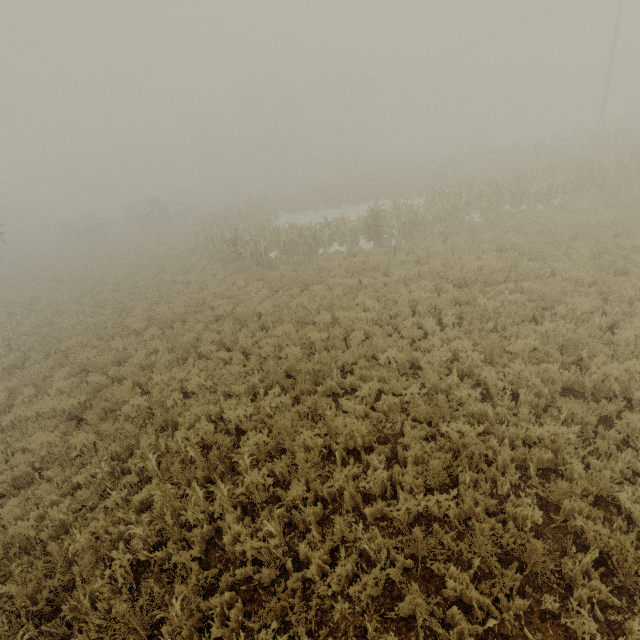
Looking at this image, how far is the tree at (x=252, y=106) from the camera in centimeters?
5306cm

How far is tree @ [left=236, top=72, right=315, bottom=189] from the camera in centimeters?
5306cm

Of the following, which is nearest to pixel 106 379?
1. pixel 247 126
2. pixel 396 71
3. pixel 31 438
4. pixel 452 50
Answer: pixel 31 438

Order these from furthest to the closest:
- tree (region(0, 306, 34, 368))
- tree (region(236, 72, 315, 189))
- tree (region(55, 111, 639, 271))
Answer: tree (region(236, 72, 315, 189))
tree (region(55, 111, 639, 271))
tree (region(0, 306, 34, 368))

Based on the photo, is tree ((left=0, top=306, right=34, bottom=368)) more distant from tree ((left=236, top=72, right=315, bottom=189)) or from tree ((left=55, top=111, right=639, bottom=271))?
tree ((left=236, top=72, right=315, bottom=189))

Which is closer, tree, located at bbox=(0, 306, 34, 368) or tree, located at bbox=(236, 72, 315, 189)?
tree, located at bbox=(0, 306, 34, 368)

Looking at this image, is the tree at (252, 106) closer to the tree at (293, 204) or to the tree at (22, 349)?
the tree at (293, 204)

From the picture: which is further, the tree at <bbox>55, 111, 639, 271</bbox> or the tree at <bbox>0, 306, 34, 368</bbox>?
the tree at <bbox>55, 111, 639, 271</bbox>
